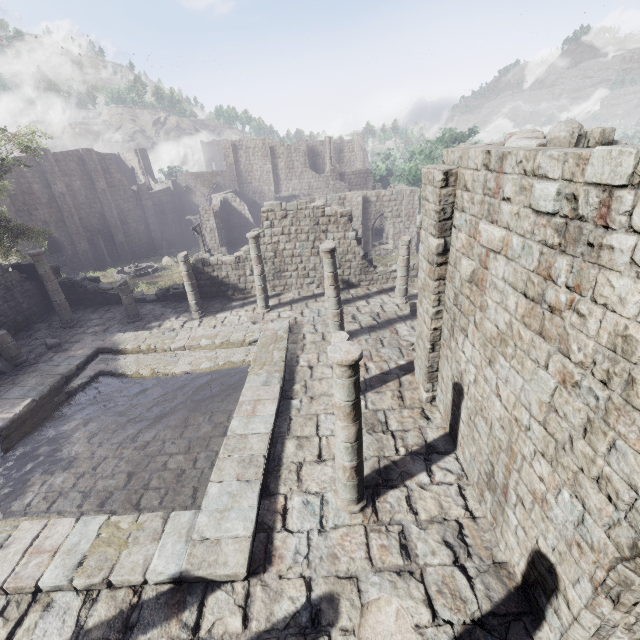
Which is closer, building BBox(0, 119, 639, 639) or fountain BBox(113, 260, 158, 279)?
building BBox(0, 119, 639, 639)

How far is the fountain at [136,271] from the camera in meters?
30.7 m

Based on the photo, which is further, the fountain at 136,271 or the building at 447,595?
the fountain at 136,271

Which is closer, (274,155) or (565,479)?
(565,479)

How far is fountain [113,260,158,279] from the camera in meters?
30.7 m

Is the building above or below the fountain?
above
